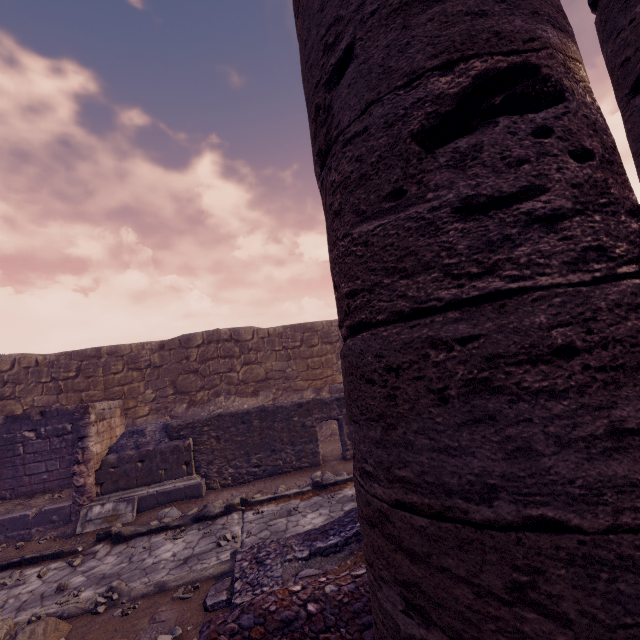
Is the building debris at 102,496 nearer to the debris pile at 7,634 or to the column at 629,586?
the debris pile at 7,634

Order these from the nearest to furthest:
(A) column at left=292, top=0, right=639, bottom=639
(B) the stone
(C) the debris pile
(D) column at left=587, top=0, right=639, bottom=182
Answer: (A) column at left=292, top=0, right=639, bottom=639
(D) column at left=587, top=0, right=639, bottom=182
(C) the debris pile
(B) the stone

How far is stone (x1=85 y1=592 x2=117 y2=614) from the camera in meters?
4.3 m

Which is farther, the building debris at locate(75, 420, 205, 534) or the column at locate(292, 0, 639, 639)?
the building debris at locate(75, 420, 205, 534)

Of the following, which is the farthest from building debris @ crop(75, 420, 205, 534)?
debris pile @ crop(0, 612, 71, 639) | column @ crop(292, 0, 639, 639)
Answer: column @ crop(292, 0, 639, 639)

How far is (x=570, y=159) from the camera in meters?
0.8

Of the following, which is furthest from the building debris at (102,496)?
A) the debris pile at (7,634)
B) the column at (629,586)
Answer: the column at (629,586)

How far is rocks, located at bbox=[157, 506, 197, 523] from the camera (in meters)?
7.11
